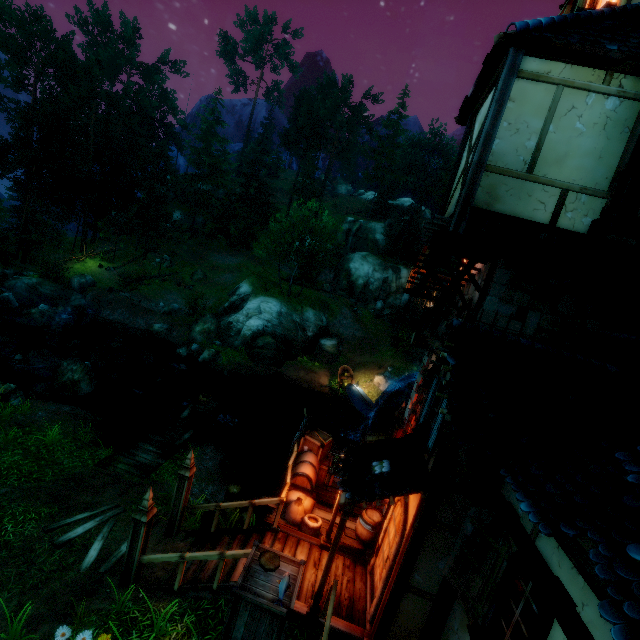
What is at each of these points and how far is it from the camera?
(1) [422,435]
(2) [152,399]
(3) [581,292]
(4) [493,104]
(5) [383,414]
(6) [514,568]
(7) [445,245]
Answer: (1) window, 6.57m
(2) rock, 19.08m
(3) tower, 7.88m
(4) building, 5.44m
(5) water wheel, 14.77m
(6) window, 4.12m
(7) wooden platform, 8.30m

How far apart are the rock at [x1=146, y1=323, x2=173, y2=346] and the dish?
25.1 meters

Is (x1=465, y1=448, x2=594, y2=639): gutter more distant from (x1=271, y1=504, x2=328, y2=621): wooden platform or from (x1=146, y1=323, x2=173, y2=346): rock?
(x1=146, y1=323, x2=173, y2=346): rock

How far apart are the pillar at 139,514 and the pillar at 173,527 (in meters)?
1.25

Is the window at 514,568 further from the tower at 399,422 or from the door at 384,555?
the tower at 399,422

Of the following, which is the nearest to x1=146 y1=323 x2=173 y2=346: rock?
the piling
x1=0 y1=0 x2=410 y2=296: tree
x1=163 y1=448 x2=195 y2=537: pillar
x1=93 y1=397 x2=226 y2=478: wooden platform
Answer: x1=0 y1=0 x2=410 y2=296: tree

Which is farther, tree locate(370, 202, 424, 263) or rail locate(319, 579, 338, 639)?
tree locate(370, 202, 424, 263)

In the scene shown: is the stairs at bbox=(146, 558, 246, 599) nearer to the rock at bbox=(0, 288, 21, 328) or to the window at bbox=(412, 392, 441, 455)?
the window at bbox=(412, 392, 441, 455)
